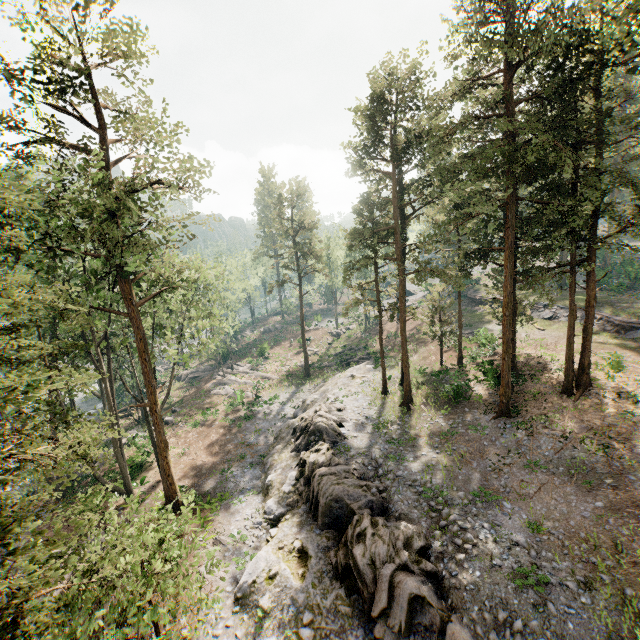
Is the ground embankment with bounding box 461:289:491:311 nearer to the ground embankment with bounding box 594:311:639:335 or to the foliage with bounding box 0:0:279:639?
the foliage with bounding box 0:0:279:639

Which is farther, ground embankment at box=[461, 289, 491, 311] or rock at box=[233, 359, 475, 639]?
ground embankment at box=[461, 289, 491, 311]

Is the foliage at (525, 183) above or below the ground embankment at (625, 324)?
above

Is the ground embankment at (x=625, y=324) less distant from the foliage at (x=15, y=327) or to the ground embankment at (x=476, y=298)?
the foliage at (x=15, y=327)

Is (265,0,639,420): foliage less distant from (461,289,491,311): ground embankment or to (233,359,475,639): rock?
(233,359,475,639): rock

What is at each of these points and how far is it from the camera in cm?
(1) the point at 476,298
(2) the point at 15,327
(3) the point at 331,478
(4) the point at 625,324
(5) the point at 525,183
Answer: (1) ground embankment, 4944
(2) foliage, 1298
(3) rock, 1909
(4) ground embankment, 2934
(5) foliage, 1831

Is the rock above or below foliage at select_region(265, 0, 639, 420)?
below

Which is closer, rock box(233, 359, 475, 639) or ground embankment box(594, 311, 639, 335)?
rock box(233, 359, 475, 639)
